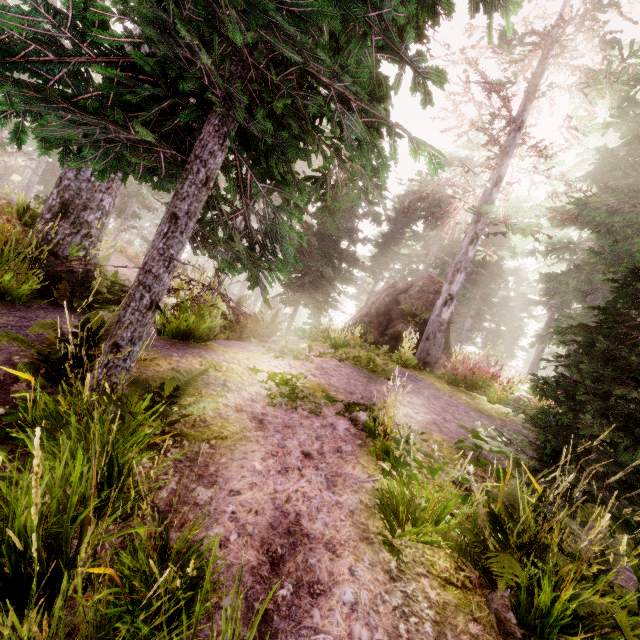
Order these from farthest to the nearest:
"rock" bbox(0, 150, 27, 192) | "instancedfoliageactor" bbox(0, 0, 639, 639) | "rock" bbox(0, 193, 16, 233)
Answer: "rock" bbox(0, 150, 27, 192), "rock" bbox(0, 193, 16, 233), "instancedfoliageactor" bbox(0, 0, 639, 639)

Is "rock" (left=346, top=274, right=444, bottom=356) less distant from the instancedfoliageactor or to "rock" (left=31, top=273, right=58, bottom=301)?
the instancedfoliageactor

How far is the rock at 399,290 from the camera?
14.2m

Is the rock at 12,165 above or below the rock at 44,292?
above

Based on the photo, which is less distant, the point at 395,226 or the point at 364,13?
the point at 364,13

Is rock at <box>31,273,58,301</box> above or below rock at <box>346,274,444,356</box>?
below

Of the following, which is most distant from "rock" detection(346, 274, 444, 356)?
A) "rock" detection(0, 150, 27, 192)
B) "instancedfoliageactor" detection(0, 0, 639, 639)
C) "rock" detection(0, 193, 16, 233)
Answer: "rock" detection(0, 150, 27, 192)

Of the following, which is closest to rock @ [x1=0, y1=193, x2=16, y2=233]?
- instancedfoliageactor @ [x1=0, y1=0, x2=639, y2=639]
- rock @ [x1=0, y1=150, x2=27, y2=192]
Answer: instancedfoliageactor @ [x1=0, y1=0, x2=639, y2=639]
